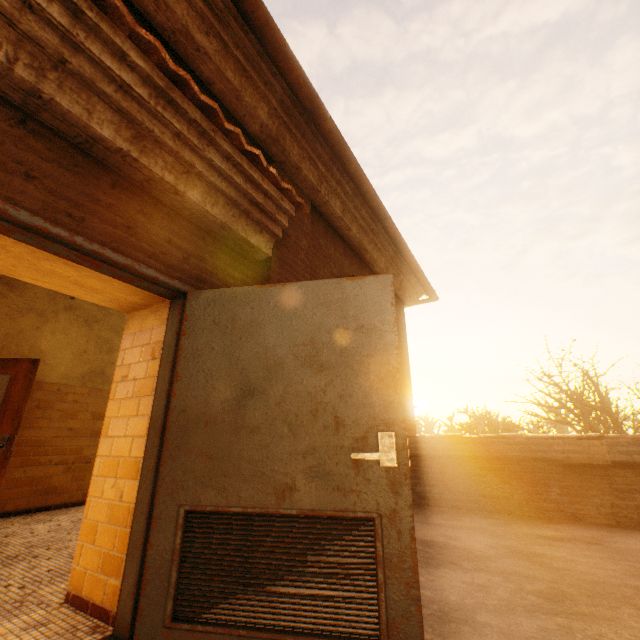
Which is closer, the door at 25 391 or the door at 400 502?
the door at 400 502

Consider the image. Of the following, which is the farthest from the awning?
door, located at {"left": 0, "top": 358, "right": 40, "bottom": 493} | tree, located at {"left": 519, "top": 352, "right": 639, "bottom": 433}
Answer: tree, located at {"left": 519, "top": 352, "right": 639, "bottom": 433}

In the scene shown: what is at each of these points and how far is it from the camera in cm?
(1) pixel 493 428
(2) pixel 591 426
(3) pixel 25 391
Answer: (1) tree, 2580
(2) tree, 1622
(3) door, 431

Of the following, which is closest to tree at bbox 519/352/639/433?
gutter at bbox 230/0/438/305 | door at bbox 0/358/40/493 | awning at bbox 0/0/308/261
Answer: gutter at bbox 230/0/438/305

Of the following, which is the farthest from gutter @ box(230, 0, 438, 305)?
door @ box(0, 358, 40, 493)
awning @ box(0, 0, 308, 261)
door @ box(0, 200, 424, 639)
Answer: door @ box(0, 358, 40, 493)

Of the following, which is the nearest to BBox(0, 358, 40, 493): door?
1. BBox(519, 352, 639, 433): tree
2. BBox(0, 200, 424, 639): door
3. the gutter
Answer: BBox(0, 200, 424, 639): door

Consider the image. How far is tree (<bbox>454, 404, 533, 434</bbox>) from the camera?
16.8 meters

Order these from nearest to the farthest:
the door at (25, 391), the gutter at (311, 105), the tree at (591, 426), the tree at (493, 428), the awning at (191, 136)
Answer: the awning at (191, 136)
the gutter at (311, 105)
the door at (25, 391)
the tree at (591, 426)
the tree at (493, 428)
